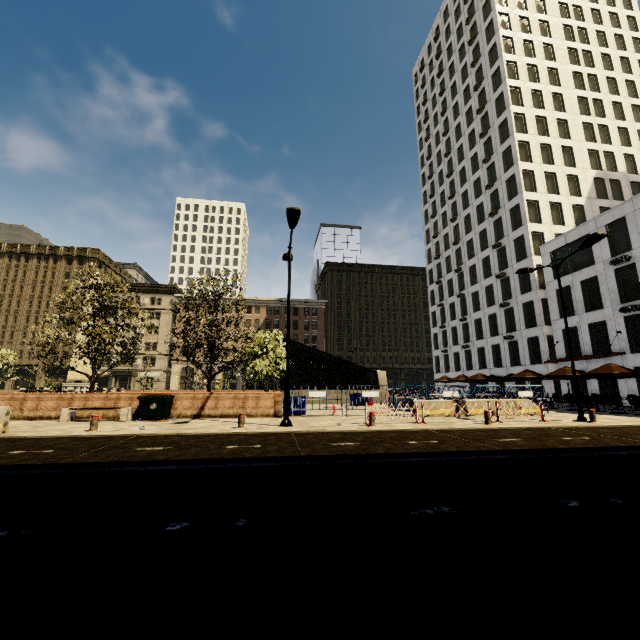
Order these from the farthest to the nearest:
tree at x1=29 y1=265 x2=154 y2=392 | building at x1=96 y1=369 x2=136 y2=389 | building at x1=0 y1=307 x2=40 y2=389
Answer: building at x1=96 y1=369 x2=136 y2=389 < building at x1=0 y1=307 x2=40 y2=389 < tree at x1=29 y1=265 x2=154 y2=392

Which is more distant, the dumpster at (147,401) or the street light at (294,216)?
the dumpster at (147,401)

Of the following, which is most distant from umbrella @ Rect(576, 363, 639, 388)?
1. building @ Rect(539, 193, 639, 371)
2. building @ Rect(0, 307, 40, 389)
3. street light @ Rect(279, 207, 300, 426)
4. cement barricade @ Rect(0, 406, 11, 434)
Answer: building @ Rect(0, 307, 40, 389)

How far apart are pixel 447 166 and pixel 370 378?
40.46m

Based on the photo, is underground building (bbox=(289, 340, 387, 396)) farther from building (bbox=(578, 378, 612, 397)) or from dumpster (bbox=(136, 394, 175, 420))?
dumpster (bbox=(136, 394, 175, 420))

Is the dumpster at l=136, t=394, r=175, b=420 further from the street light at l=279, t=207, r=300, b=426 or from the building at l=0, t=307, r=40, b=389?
the building at l=0, t=307, r=40, b=389

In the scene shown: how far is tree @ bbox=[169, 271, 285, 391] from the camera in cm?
1727

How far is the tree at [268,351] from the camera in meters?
17.3 m
